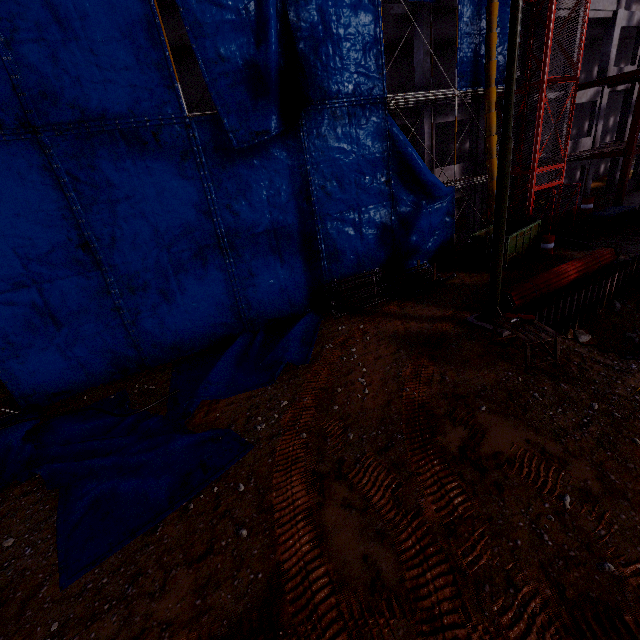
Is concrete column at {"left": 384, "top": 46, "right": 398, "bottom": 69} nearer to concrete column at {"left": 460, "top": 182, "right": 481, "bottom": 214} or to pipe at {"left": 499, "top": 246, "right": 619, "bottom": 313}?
concrete column at {"left": 460, "top": 182, "right": 481, "bottom": 214}

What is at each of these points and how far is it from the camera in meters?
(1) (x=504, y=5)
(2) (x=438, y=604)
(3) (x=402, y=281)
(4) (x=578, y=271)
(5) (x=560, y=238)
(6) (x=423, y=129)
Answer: (1) tarp, 14.3
(2) tire tracks, 4.6
(3) pipe, 15.1
(4) pipe, 13.1
(5) construction elevator, 18.1
(6) concrete column, 16.5

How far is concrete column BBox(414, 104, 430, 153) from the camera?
16.2m

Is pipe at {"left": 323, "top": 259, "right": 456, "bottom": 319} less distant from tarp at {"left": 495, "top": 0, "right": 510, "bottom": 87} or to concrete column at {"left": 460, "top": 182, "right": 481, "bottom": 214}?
tarp at {"left": 495, "top": 0, "right": 510, "bottom": 87}

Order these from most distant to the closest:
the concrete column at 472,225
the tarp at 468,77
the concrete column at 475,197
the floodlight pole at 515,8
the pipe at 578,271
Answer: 1. the concrete column at 472,225
2. the concrete column at 475,197
3. the tarp at 468,77
4. the pipe at 578,271
5. the floodlight pole at 515,8

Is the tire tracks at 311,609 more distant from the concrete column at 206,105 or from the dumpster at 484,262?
the concrete column at 206,105

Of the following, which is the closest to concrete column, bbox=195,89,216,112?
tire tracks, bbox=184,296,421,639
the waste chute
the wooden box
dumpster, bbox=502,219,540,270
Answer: the waste chute

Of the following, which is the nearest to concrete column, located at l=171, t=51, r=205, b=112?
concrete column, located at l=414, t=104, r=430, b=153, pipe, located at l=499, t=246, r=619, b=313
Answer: concrete column, located at l=414, t=104, r=430, b=153
